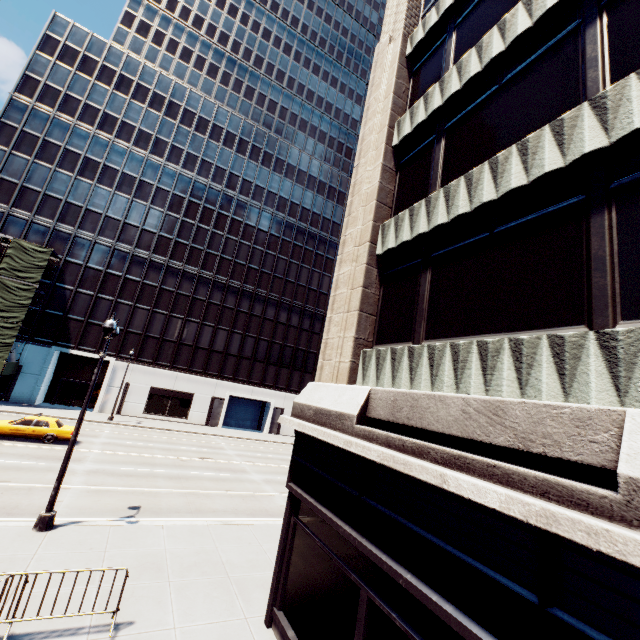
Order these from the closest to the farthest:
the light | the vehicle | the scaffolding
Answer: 1. the light
2. the vehicle
3. the scaffolding

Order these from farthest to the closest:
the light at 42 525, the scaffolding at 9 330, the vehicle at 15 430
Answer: the scaffolding at 9 330 < the vehicle at 15 430 < the light at 42 525

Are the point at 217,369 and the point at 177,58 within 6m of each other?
no

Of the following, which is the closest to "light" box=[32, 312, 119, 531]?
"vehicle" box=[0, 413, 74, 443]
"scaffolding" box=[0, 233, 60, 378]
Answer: "vehicle" box=[0, 413, 74, 443]

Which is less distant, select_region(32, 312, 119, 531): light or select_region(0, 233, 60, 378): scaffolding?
select_region(32, 312, 119, 531): light

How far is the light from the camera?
10.5 meters

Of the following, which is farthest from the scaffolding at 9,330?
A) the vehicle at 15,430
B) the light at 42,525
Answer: the light at 42,525
